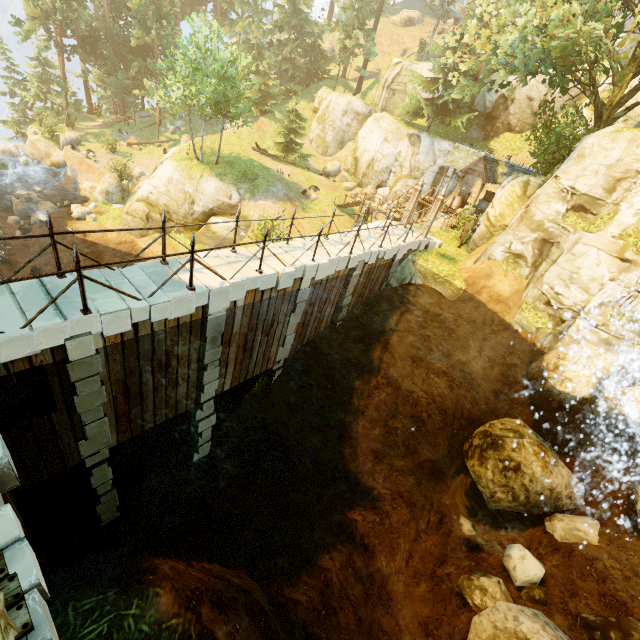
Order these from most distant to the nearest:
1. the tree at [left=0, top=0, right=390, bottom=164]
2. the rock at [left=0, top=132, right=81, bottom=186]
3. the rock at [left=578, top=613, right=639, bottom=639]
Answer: the rock at [left=0, top=132, right=81, bottom=186] < the tree at [left=0, top=0, right=390, bottom=164] < the rock at [left=578, top=613, right=639, bottom=639]

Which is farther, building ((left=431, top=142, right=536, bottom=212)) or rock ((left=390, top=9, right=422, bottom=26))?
rock ((left=390, top=9, right=422, bottom=26))

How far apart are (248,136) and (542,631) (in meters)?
44.88

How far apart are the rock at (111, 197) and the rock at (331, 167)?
20.3m

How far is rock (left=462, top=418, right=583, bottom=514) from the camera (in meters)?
11.88

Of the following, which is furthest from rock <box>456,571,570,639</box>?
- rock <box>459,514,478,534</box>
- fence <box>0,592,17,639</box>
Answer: fence <box>0,592,17,639</box>

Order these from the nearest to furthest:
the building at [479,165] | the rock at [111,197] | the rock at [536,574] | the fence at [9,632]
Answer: the fence at [9,632] → the rock at [536,574] → the building at [479,165] → the rock at [111,197]

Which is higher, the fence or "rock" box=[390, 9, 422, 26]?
"rock" box=[390, 9, 422, 26]
